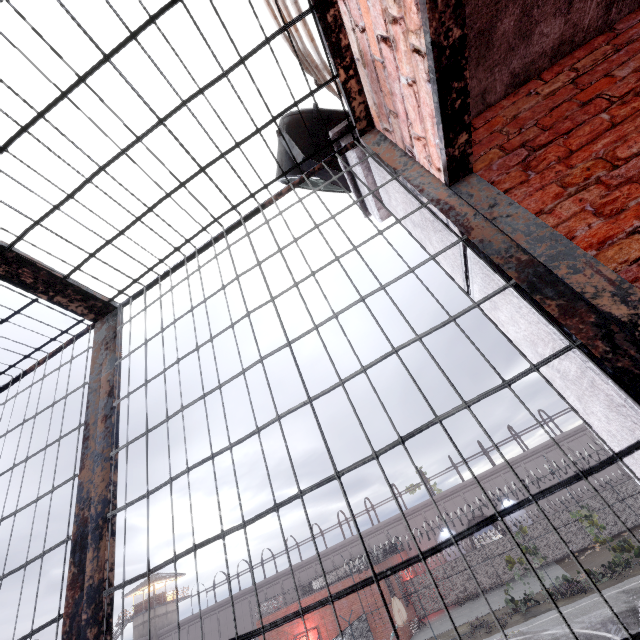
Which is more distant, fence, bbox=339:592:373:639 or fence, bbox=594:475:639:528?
fence, bbox=594:475:639:528

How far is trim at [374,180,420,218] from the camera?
1.7m

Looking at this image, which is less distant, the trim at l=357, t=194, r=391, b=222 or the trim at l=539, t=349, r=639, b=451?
the trim at l=539, t=349, r=639, b=451

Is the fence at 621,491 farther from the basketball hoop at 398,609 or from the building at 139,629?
the building at 139,629

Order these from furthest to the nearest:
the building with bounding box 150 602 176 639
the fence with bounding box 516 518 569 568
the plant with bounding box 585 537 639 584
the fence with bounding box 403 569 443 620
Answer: the building with bounding box 150 602 176 639
the fence with bounding box 516 518 569 568
the fence with bounding box 403 569 443 620
the plant with bounding box 585 537 639 584

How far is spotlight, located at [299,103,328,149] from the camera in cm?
254

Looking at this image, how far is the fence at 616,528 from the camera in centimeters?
2573cm

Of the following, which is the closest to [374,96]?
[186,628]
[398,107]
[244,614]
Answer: [398,107]
